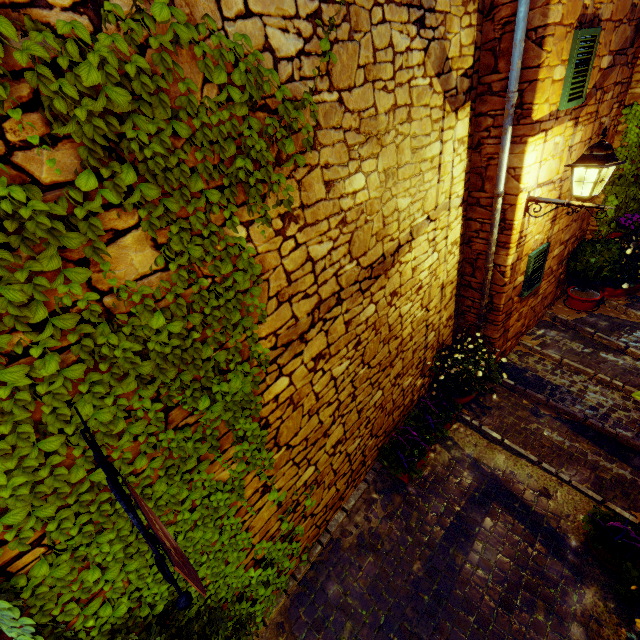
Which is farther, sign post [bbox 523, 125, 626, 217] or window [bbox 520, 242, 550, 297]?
window [bbox 520, 242, 550, 297]

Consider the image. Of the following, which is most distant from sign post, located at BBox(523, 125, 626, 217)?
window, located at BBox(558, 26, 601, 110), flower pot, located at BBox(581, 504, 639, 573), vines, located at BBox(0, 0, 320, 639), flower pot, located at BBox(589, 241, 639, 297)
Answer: flower pot, located at BBox(581, 504, 639, 573)

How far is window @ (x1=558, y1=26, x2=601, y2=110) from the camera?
3.4 meters

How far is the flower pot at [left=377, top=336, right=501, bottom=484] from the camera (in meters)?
4.24

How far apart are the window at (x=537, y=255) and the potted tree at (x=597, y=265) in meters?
0.9 m

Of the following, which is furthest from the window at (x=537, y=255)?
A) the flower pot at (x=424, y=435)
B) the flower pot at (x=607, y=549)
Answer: the flower pot at (x=607, y=549)

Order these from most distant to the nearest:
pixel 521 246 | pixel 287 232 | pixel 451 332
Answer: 1. pixel 451 332
2. pixel 521 246
3. pixel 287 232

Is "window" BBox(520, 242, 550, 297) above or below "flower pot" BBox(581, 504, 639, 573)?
above
